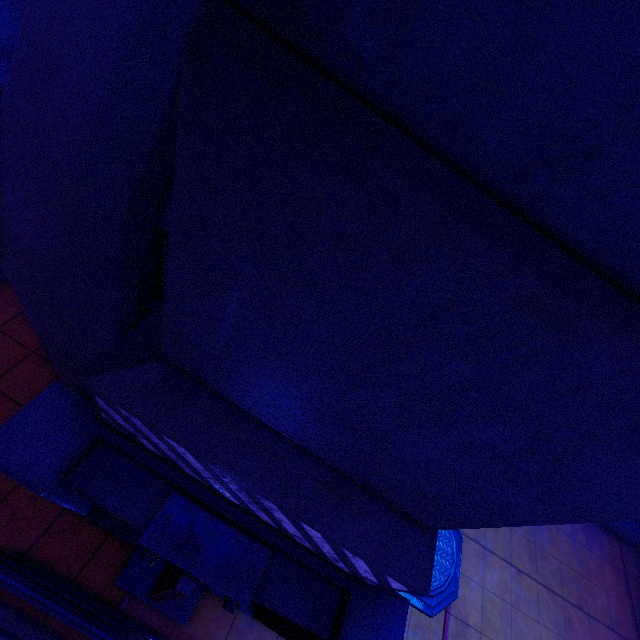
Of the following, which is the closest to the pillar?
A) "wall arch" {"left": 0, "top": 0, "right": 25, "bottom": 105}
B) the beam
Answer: "wall arch" {"left": 0, "top": 0, "right": 25, "bottom": 105}

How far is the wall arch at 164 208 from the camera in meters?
3.1 m

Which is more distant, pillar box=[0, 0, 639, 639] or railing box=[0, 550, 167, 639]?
railing box=[0, 550, 167, 639]

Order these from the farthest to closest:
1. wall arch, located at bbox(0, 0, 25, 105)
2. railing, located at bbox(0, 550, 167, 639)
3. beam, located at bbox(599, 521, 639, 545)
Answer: beam, located at bbox(599, 521, 639, 545) < railing, located at bbox(0, 550, 167, 639) < wall arch, located at bbox(0, 0, 25, 105)

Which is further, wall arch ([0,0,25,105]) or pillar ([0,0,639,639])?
wall arch ([0,0,25,105])

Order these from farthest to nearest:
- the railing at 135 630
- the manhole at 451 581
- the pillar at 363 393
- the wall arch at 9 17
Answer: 1. the manhole at 451 581
2. the railing at 135 630
3. the wall arch at 9 17
4. the pillar at 363 393

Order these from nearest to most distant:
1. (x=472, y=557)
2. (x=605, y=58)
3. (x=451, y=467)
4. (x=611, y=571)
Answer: (x=605, y=58), (x=451, y=467), (x=472, y=557), (x=611, y=571)

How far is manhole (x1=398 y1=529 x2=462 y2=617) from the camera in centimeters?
564cm
